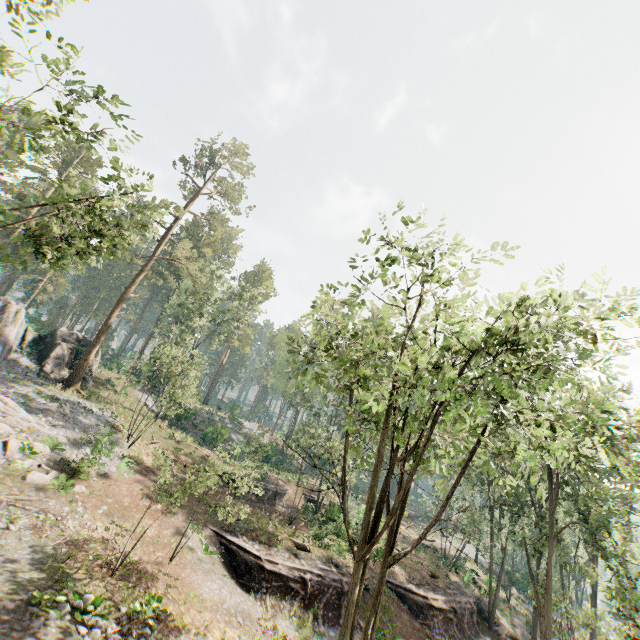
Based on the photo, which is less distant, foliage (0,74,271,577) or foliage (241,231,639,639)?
foliage (241,231,639,639)

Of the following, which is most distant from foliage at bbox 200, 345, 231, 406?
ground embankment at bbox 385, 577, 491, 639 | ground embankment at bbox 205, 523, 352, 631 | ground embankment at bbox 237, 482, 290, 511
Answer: ground embankment at bbox 205, 523, 352, 631

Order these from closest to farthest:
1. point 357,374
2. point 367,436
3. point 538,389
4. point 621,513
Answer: point 357,374, point 538,389, point 367,436, point 621,513

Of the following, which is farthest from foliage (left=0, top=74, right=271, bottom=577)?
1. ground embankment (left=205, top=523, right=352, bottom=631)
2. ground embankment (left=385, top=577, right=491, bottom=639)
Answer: ground embankment (left=205, top=523, right=352, bottom=631)

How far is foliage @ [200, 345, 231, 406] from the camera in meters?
56.5 m

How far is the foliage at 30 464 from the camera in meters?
17.1 m

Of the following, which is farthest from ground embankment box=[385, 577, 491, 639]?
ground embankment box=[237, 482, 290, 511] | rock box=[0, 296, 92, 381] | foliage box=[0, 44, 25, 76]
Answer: rock box=[0, 296, 92, 381]
